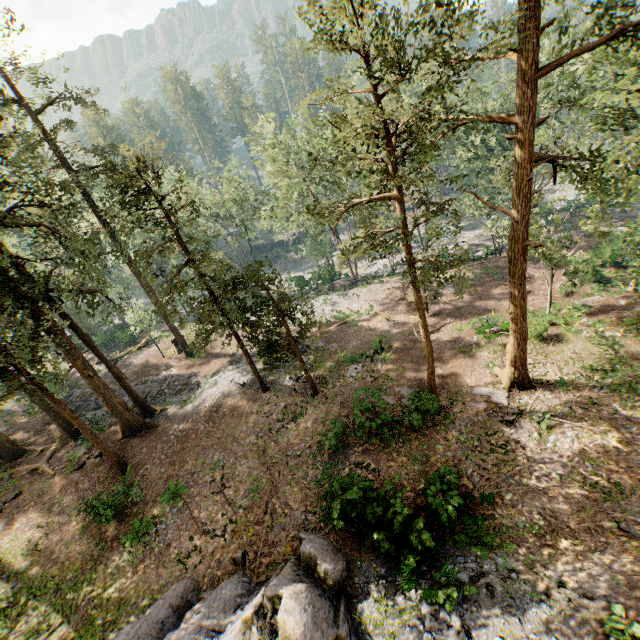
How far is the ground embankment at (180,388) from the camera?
27.2m

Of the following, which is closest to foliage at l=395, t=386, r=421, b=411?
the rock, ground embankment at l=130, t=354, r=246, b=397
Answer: ground embankment at l=130, t=354, r=246, b=397

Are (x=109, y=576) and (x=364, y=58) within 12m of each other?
no

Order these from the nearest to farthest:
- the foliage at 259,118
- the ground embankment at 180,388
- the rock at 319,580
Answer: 1. the rock at 319,580
2. the foliage at 259,118
3. the ground embankment at 180,388

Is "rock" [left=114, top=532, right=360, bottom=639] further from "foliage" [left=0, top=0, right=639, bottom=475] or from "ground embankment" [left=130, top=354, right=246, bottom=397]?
"ground embankment" [left=130, top=354, right=246, bottom=397]

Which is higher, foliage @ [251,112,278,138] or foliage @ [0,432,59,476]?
foliage @ [251,112,278,138]
